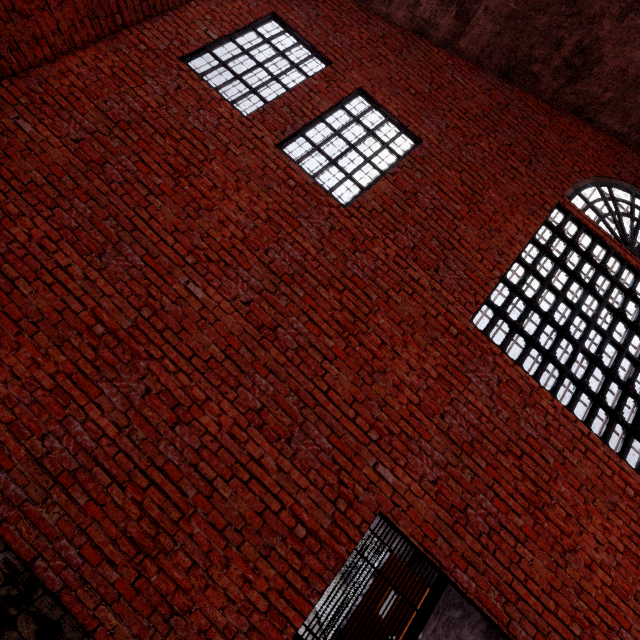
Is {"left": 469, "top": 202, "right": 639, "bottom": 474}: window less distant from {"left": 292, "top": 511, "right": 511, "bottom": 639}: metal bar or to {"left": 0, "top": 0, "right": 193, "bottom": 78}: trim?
{"left": 292, "top": 511, "right": 511, "bottom": 639}: metal bar

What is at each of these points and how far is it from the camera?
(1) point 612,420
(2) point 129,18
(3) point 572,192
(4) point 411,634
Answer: (1) window, 4.4m
(2) trim, 4.6m
(3) window, 5.6m
(4) metal bar, 3.3m

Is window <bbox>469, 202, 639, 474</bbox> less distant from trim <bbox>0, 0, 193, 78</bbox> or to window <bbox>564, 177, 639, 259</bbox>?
window <bbox>564, 177, 639, 259</bbox>

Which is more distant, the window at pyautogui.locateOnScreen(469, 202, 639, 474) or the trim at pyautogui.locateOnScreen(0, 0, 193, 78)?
the window at pyautogui.locateOnScreen(469, 202, 639, 474)

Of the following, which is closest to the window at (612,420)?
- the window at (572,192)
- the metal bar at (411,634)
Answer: the window at (572,192)

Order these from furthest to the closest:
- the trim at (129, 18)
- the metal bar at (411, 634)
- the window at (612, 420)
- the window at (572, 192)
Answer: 1. the window at (572, 192)
2. the window at (612, 420)
3. the trim at (129, 18)
4. the metal bar at (411, 634)

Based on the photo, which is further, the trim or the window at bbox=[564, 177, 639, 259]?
the window at bbox=[564, 177, 639, 259]
